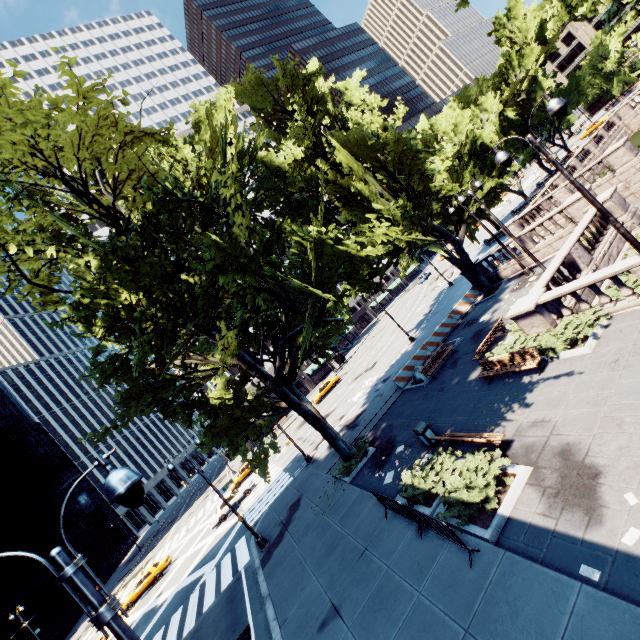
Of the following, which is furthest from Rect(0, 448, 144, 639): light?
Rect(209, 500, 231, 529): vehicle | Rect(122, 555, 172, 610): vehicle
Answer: Rect(122, 555, 172, 610): vehicle

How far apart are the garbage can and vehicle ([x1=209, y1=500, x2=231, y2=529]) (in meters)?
24.08

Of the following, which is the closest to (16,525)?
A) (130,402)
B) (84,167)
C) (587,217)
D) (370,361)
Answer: (130,402)

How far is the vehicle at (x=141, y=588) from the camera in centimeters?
2997cm

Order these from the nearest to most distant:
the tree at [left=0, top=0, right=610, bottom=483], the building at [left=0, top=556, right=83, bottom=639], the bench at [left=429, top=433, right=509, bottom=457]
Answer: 1. the tree at [left=0, top=0, right=610, bottom=483]
2. the bench at [left=429, top=433, right=509, bottom=457]
3. the building at [left=0, top=556, right=83, bottom=639]

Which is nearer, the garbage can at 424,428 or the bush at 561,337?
the bush at 561,337

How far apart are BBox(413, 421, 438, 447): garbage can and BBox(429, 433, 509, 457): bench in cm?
90

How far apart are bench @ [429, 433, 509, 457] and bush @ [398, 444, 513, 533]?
0.07m
